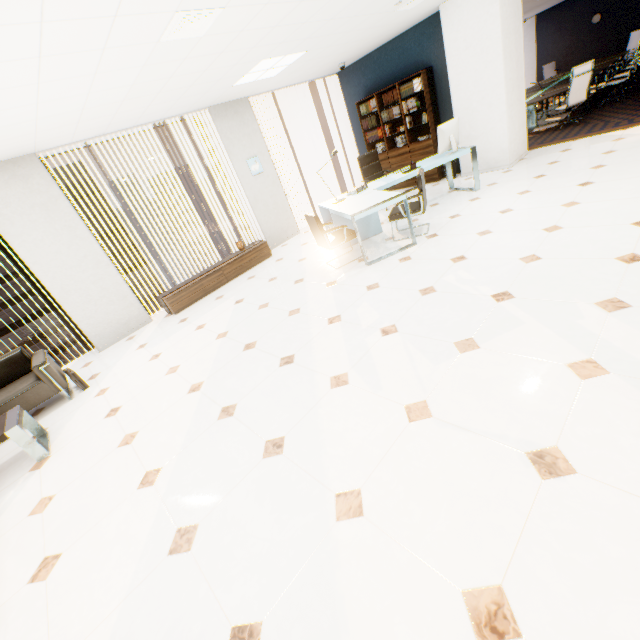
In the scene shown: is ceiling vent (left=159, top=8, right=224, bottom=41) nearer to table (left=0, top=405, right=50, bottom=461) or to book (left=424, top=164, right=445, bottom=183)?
table (left=0, top=405, right=50, bottom=461)

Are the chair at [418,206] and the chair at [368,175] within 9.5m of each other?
yes

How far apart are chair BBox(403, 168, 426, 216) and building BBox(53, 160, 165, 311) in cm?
6003

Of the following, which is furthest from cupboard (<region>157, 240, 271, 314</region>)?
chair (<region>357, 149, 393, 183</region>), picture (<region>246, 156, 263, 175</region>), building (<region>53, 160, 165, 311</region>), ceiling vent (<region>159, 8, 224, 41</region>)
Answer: building (<region>53, 160, 165, 311</region>)

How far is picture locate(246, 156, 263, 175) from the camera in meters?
6.9

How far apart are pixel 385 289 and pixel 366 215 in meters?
1.2

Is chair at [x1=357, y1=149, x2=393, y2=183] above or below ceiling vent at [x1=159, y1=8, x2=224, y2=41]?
below

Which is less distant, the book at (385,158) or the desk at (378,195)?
the desk at (378,195)
